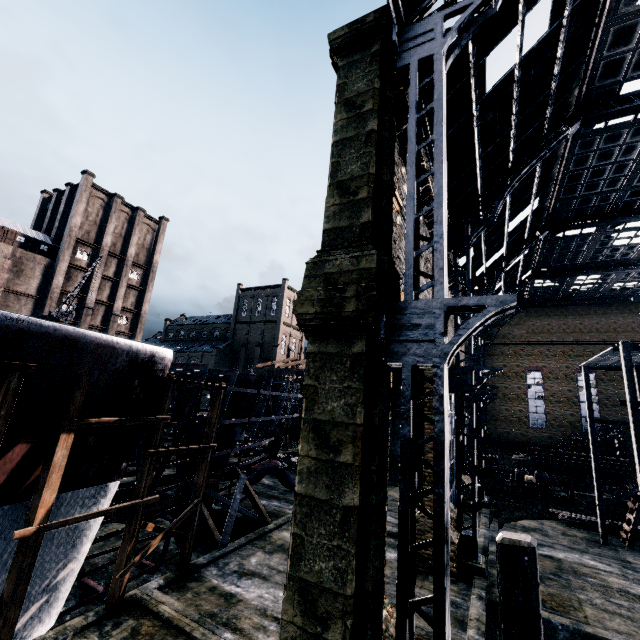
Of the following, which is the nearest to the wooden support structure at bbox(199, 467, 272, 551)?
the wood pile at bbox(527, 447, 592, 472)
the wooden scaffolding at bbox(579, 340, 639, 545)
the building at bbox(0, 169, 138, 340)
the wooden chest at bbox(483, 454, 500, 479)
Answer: the wooden scaffolding at bbox(579, 340, 639, 545)

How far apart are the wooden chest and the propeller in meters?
20.6 m

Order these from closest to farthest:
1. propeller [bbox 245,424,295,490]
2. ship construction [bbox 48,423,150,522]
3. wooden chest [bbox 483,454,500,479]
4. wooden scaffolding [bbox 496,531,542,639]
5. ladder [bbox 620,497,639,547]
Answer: wooden scaffolding [bbox 496,531,542,639] < ship construction [bbox 48,423,150,522] < ladder [bbox 620,497,639,547] < propeller [bbox 245,424,295,490] < wooden chest [bbox 483,454,500,479]

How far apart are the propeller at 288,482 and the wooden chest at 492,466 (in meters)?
20.58

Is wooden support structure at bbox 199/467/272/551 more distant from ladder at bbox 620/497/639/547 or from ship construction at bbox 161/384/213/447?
ladder at bbox 620/497/639/547

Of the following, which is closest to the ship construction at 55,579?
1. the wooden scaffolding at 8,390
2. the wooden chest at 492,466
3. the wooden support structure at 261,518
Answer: the wooden scaffolding at 8,390

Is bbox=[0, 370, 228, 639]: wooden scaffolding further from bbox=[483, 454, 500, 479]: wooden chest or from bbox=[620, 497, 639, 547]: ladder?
bbox=[483, 454, 500, 479]: wooden chest

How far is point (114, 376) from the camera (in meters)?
10.10
